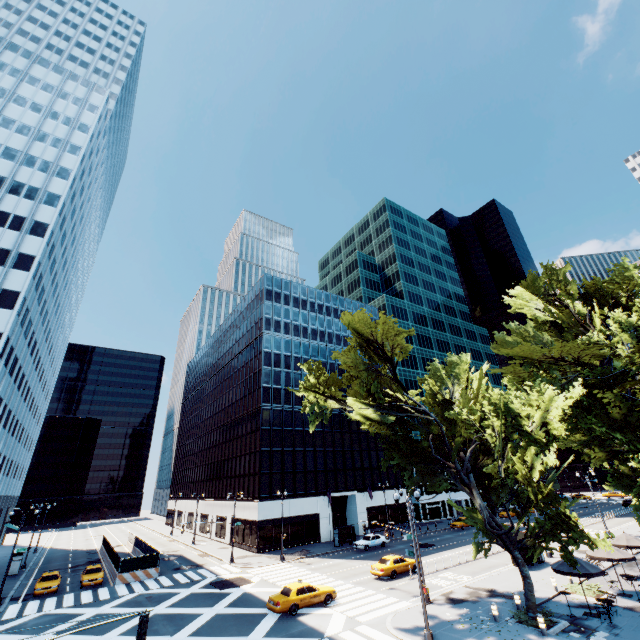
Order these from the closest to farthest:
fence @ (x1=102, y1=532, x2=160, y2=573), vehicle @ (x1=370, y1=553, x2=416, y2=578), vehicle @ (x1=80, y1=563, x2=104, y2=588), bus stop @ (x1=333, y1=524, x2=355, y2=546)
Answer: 1. vehicle @ (x1=370, y1=553, x2=416, y2=578)
2. vehicle @ (x1=80, y1=563, x2=104, y2=588)
3. fence @ (x1=102, y1=532, x2=160, y2=573)
4. bus stop @ (x1=333, y1=524, x2=355, y2=546)

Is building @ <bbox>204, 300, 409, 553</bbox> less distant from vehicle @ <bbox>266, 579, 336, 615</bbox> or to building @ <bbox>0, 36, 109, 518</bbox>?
vehicle @ <bbox>266, 579, 336, 615</bbox>

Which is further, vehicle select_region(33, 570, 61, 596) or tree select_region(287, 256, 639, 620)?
vehicle select_region(33, 570, 61, 596)

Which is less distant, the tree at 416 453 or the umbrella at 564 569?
the tree at 416 453

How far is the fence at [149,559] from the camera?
33.81m

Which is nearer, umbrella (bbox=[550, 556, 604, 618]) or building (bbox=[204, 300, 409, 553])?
umbrella (bbox=[550, 556, 604, 618])

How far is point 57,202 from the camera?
46.2m

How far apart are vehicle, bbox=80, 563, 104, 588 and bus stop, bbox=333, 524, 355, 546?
26.7 meters
